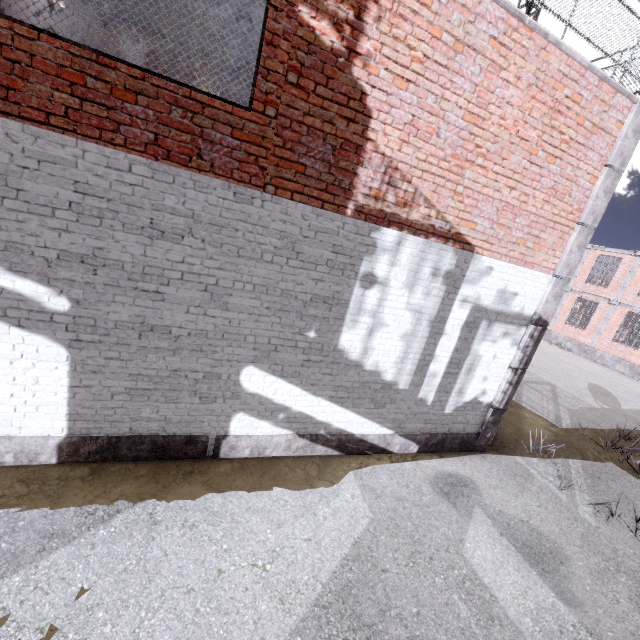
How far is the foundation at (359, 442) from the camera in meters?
5.2 m

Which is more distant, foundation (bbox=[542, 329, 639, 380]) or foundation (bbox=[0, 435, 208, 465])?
foundation (bbox=[542, 329, 639, 380])

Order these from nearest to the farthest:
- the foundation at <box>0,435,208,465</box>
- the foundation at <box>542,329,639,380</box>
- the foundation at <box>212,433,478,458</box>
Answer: the foundation at <box>0,435,208,465</box> → the foundation at <box>212,433,478,458</box> → the foundation at <box>542,329,639,380</box>

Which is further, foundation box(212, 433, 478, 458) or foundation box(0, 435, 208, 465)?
foundation box(212, 433, 478, 458)

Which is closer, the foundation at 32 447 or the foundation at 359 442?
the foundation at 32 447

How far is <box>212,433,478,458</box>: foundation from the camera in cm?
522

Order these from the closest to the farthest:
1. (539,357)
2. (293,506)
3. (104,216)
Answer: (104,216), (293,506), (539,357)

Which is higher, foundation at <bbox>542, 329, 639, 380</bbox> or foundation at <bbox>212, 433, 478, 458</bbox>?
foundation at <bbox>542, 329, 639, 380</bbox>
